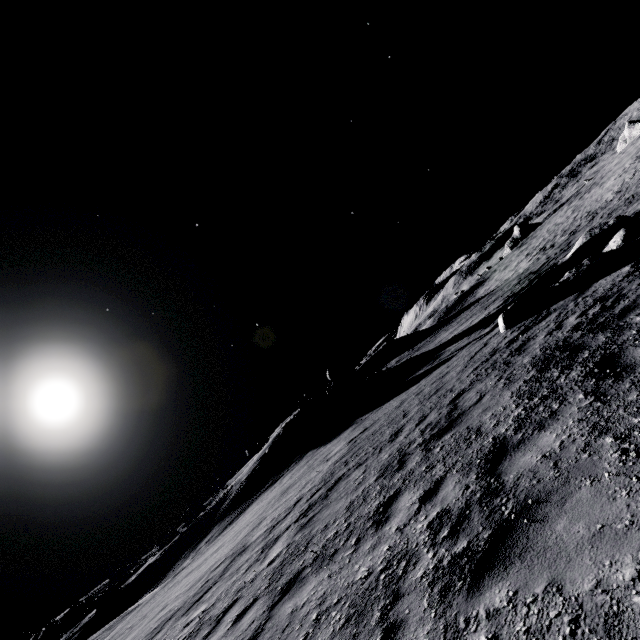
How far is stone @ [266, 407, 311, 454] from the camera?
24.3m

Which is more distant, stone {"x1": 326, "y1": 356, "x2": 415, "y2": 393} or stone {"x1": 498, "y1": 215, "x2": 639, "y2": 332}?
stone {"x1": 326, "y1": 356, "x2": 415, "y2": 393}

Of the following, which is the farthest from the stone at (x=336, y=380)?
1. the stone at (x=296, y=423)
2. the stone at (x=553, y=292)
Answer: the stone at (x=553, y=292)

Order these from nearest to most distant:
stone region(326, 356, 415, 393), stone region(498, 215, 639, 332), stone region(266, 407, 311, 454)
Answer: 1. stone region(498, 215, 639, 332)
2. stone region(266, 407, 311, 454)
3. stone region(326, 356, 415, 393)

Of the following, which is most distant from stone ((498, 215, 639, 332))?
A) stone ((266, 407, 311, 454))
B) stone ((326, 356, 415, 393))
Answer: stone ((266, 407, 311, 454))

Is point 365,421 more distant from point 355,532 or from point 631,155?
point 631,155

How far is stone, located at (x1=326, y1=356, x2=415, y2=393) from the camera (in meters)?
26.70

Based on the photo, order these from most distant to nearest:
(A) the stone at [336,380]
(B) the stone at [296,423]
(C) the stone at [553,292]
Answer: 1. (A) the stone at [336,380]
2. (B) the stone at [296,423]
3. (C) the stone at [553,292]
